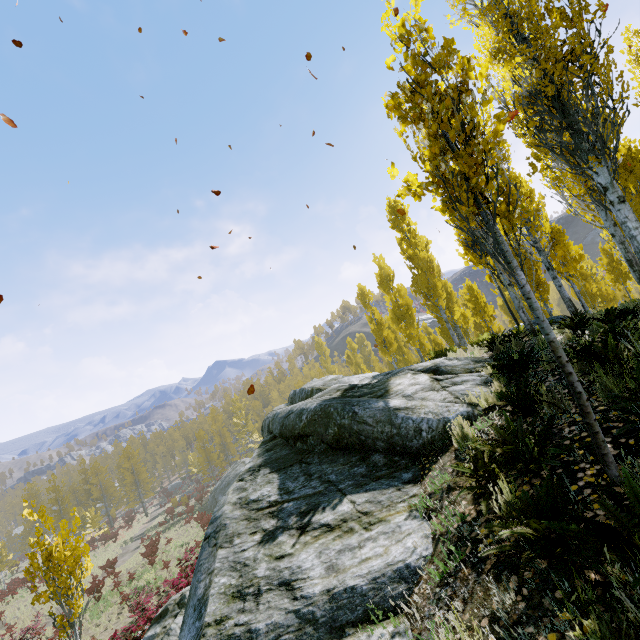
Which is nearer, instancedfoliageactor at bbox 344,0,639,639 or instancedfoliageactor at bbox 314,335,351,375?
instancedfoliageactor at bbox 344,0,639,639

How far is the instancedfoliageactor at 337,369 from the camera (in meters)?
47.16

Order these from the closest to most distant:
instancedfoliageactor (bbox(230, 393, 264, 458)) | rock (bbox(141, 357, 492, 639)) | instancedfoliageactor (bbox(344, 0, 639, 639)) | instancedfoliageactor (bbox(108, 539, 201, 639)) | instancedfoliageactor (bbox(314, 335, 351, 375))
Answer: instancedfoliageactor (bbox(344, 0, 639, 639)) → rock (bbox(141, 357, 492, 639)) → instancedfoliageactor (bbox(108, 539, 201, 639)) → instancedfoliageactor (bbox(314, 335, 351, 375)) → instancedfoliageactor (bbox(230, 393, 264, 458))

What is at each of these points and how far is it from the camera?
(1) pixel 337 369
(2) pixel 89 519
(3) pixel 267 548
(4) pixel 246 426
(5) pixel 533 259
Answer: (1) instancedfoliageactor, 47.9 meters
(2) instancedfoliageactor, 50.3 meters
(3) rock, 3.7 meters
(4) instancedfoliageactor, 52.1 meters
(5) instancedfoliageactor, 12.9 meters

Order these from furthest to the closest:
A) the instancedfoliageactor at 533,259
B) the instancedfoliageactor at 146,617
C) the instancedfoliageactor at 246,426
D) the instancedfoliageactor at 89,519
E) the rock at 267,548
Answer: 1. the instancedfoliageactor at 246,426
2. the instancedfoliageactor at 146,617
3. the instancedfoliageactor at 89,519
4. the rock at 267,548
5. the instancedfoliageactor at 533,259

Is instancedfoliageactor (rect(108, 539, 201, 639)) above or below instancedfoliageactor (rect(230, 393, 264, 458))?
below

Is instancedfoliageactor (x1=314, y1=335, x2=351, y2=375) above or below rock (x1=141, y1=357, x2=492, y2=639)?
above
